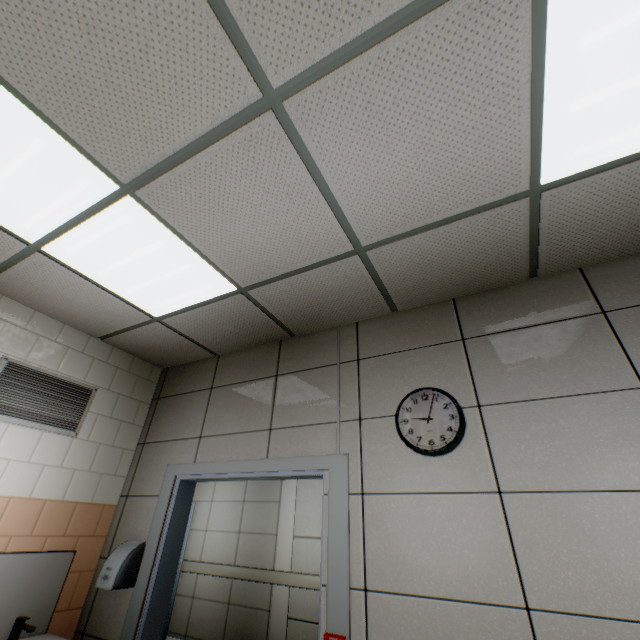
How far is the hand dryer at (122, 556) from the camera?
2.5 meters

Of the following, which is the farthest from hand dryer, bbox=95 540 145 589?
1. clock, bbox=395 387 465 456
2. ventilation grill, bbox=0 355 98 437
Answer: clock, bbox=395 387 465 456

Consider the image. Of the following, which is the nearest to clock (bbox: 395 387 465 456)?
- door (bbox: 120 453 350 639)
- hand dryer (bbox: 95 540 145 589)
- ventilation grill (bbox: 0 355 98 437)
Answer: door (bbox: 120 453 350 639)

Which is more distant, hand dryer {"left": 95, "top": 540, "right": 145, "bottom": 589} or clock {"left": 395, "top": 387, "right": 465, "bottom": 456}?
hand dryer {"left": 95, "top": 540, "right": 145, "bottom": 589}

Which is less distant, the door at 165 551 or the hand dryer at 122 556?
the door at 165 551

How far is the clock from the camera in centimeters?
198cm

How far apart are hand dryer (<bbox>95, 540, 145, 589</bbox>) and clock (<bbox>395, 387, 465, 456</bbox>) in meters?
2.4

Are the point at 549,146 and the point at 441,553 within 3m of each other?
yes
